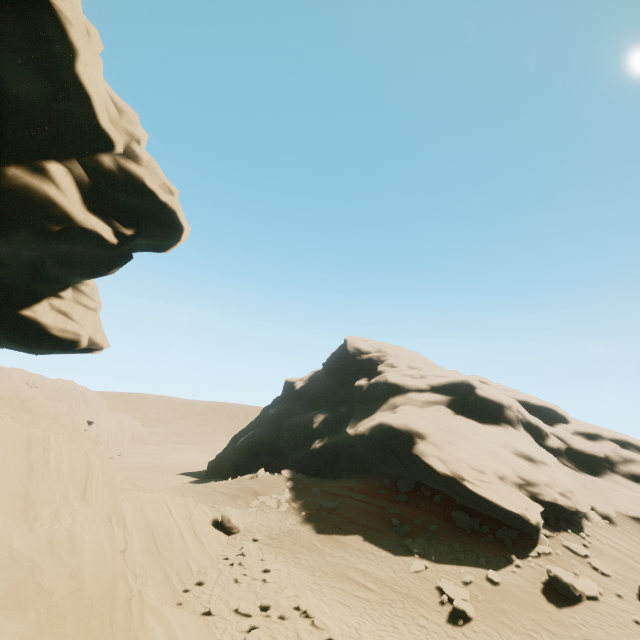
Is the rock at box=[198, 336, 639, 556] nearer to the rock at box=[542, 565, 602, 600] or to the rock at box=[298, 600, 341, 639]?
the rock at box=[542, 565, 602, 600]

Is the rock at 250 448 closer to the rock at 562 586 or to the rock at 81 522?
the rock at 562 586

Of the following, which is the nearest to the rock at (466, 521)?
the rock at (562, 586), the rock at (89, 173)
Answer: the rock at (562, 586)

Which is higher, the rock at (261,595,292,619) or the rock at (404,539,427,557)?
the rock at (404,539,427,557)

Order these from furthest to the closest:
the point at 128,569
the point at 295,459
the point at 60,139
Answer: the point at 295,459, the point at 128,569, the point at 60,139

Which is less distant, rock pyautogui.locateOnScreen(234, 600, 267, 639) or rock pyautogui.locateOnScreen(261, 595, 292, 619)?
rock pyautogui.locateOnScreen(234, 600, 267, 639)

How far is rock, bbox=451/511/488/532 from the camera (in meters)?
19.25
